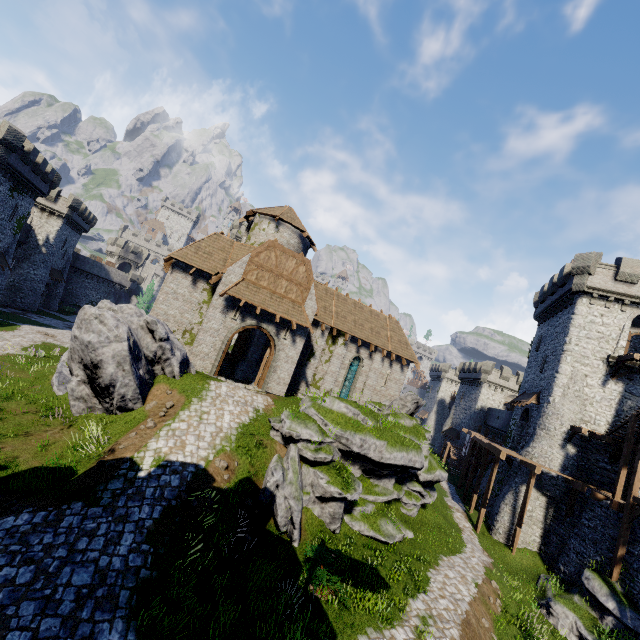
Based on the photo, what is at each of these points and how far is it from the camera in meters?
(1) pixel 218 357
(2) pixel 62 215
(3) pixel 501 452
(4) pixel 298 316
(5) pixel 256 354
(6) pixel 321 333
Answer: (1) double door, 19.0 m
(2) building, 45.5 m
(3) walkway, 22.2 m
(4) awning, 20.7 m
(5) building, 28.5 m
(6) building, 25.1 m

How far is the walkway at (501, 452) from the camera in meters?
19.0

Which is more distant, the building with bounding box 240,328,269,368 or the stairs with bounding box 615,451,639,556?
the building with bounding box 240,328,269,368

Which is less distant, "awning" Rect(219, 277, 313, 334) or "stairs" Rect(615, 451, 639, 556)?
"stairs" Rect(615, 451, 639, 556)

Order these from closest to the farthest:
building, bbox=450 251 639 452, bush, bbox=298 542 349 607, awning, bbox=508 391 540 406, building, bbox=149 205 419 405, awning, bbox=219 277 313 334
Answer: bush, bbox=298 542 349 607 → awning, bbox=219 277 313 334 → building, bbox=149 205 419 405 → building, bbox=450 251 639 452 → awning, bbox=508 391 540 406

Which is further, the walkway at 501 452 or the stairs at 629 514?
the walkway at 501 452

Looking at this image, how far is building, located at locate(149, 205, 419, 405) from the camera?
19.84m

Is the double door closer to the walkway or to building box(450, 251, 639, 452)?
the walkway
